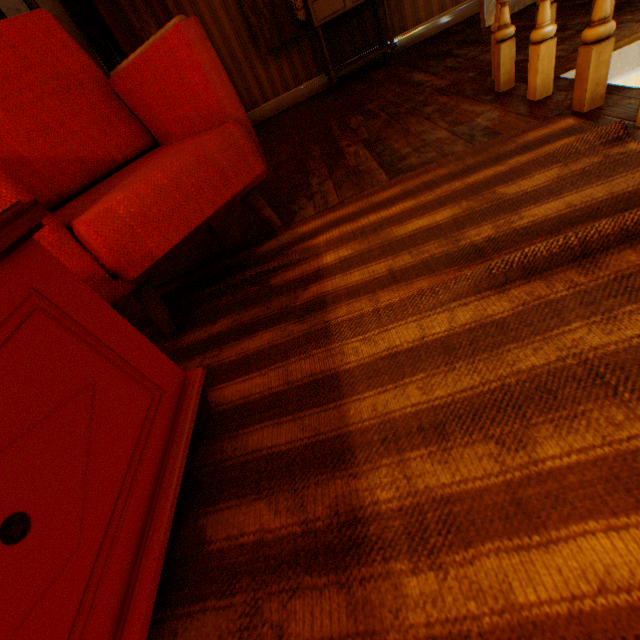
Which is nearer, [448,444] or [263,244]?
[448,444]

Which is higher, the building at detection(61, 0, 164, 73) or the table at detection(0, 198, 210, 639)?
the building at detection(61, 0, 164, 73)

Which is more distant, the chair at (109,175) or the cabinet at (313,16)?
the cabinet at (313,16)

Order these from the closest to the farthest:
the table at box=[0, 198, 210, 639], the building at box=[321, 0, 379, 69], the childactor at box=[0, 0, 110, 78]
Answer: the table at box=[0, 198, 210, 639] → the childactor at box=[0, 0, 110, 78] → the building at box=[321, 0, 379, 69]

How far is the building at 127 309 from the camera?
1.66m

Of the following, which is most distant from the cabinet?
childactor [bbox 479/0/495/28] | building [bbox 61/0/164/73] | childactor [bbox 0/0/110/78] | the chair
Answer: the chair

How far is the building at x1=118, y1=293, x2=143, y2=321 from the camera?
1.7 meters

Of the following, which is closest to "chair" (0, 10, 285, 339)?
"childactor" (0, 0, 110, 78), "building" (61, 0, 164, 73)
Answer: "building" (61, 0, 164, 73)
